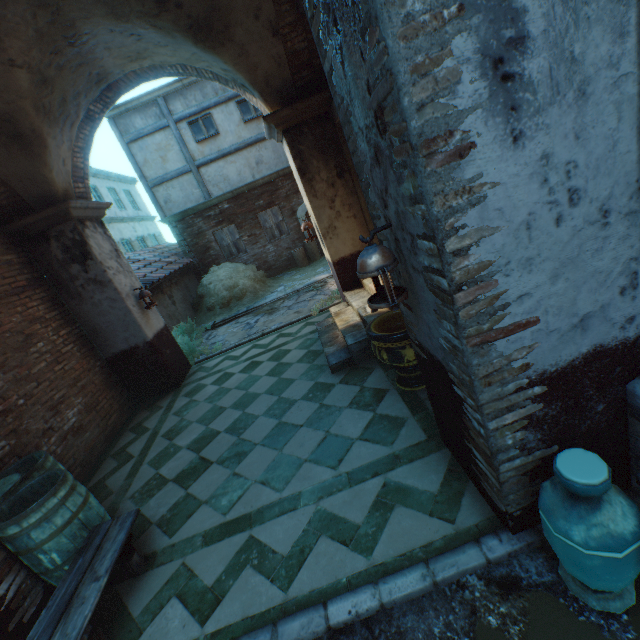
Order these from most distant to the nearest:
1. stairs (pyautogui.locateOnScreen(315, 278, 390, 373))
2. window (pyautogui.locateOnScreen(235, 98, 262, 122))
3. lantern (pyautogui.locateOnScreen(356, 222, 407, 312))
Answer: window (pyautogui.locateOnScreen(235, 98, 262, 122)) < stairs (pyautogui.locateOnScreen(315, 278, 390, 373)) < lantern (pyautogui.locateOnScreen(356, 222, 407, 312))

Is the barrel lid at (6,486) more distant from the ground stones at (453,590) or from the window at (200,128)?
the window at (200,128)

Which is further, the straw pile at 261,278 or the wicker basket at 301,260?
the wicker basket at 301,260

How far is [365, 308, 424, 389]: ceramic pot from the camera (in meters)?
3.56

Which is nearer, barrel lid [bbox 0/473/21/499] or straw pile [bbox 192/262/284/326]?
barrel lid [bbox 0/473/21/499]

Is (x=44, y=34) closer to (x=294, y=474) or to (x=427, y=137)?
(x=427, y=137)

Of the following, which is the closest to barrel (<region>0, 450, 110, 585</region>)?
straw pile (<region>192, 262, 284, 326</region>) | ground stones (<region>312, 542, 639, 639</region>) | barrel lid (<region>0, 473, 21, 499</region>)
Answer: barrel lid (<region>0, 473, 21, 499</region>)

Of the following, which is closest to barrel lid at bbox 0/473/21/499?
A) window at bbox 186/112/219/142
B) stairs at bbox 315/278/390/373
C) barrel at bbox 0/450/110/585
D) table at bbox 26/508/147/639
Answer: barrel at bbox 0/450/110/585
